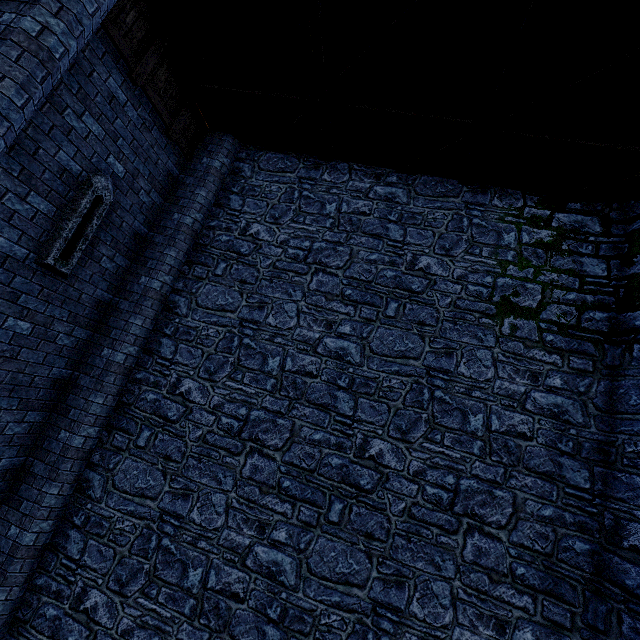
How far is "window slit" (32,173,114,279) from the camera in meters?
4.8 m

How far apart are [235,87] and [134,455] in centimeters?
705cm

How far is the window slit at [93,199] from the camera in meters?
4.8
